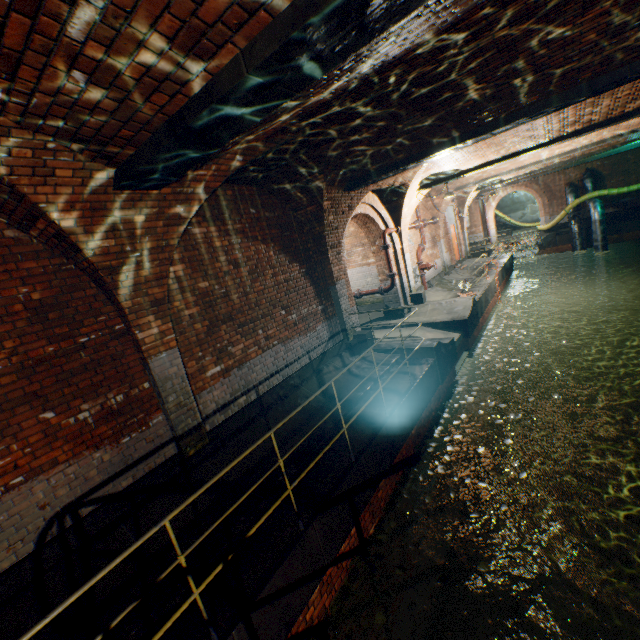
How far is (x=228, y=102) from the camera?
2.4 meters

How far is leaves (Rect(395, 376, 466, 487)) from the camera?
5.81m

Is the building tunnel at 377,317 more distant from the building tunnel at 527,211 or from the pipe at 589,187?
the pipe at 589,187

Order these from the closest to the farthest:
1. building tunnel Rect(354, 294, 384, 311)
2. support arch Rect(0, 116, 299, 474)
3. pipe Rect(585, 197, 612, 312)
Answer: support arch Rect(0, 116, 299, 474) → building tunnel Rect(354, 294, 384, 311) → pipe Rect(585, 197, 612, 312)

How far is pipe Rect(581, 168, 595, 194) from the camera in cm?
2227

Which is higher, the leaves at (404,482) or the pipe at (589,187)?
the pipe at (589,187)

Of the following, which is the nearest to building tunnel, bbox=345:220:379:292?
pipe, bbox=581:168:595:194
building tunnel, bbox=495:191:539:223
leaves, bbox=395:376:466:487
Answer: leaves, bbox=395:376:466:487

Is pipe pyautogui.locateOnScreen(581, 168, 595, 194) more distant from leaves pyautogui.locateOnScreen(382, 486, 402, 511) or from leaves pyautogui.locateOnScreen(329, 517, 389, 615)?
leaves pyautogui.locateOnScreen(329, 517, 389, 615)
